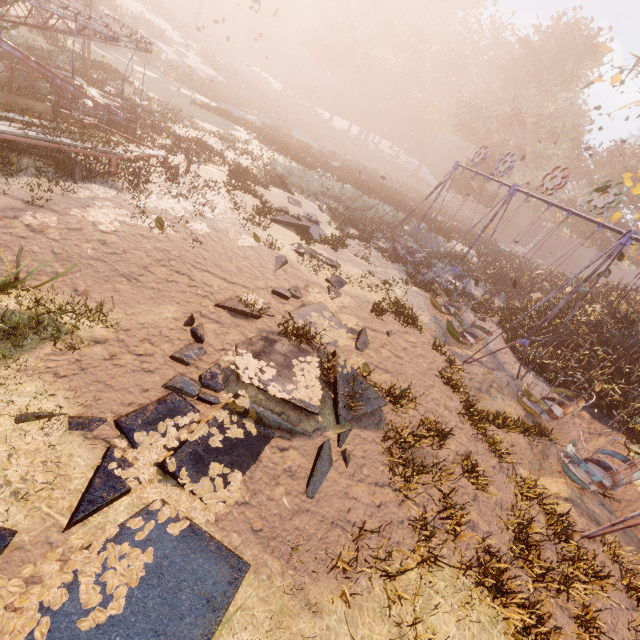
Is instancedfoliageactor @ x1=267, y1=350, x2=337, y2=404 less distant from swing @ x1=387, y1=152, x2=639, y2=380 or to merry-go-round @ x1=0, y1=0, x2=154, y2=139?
swing @ x1=387, y1=152, x2=639, y2=380

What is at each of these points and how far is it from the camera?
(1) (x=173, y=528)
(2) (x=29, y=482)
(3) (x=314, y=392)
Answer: (1) instancedfoliageactor, 4.2 meters
(2) instancedfoliageactor, 3.8 meters
(3) instancedfoliageactor, 6.9 meters

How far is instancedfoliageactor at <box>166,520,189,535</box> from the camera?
4.2m

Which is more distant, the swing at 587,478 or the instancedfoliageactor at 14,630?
the swing at 587,478

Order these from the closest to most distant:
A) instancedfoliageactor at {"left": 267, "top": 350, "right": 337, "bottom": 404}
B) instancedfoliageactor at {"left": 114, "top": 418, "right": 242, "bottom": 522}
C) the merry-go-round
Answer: instancedfoliageactor at {"left": 114, "top": 418, "right": 242, "bottom": 522} → instancedfoliageactor at {"left": 267, "top": 350, "right": 337, "bottom": 404} → the merry-go-round

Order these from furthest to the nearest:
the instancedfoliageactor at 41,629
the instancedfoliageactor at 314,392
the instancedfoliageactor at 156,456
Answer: the instancedfoliageactor at 314,392
the instancedfoliageactor at 156,456
the instancedfoliageactor at 41,629

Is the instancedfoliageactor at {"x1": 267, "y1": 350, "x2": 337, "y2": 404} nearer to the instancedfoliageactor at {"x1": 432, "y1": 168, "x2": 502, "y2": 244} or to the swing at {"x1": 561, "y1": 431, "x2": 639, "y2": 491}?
the swing at {"x1": 561, "y1": 431, "x2": 639, "y2": 491}

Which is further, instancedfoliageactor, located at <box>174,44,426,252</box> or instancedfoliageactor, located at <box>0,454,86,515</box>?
instancedfoliageactor, located at <box>174,44,426,252</box>
